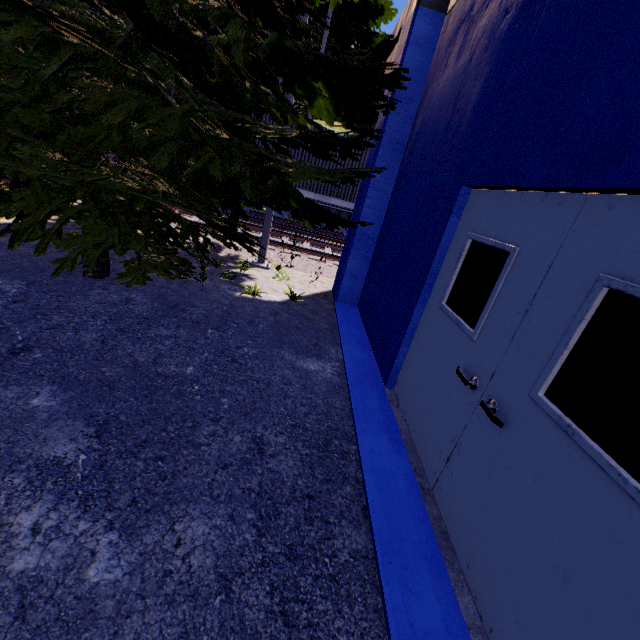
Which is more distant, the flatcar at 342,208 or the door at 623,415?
the flatcar at 342,208

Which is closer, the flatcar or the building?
the building

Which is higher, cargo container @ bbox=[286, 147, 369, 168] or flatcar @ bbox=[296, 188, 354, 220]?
cargo container @ bbox=[286, 147, 369, 168]

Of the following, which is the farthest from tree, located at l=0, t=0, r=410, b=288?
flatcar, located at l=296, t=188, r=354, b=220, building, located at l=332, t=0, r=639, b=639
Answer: flatcar, located at l=296, t=188, r=354, b=220

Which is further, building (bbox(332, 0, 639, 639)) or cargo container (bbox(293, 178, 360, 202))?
cargo container (bbox(293, 178, 360, 202))

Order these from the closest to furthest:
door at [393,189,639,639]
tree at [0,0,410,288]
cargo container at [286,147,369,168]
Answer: door at [393,189,639,639] → tree at [0,0,410,288] → cargo container at [286,147,369,168]

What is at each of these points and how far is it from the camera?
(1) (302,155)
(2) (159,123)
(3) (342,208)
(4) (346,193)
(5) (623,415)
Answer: (1) cargo container, 12.3 meters
(2) tree, 3.3 meters
(3) flatcar, 12.9 meters
(4) cargo container, 12.8 meters
(5) door, 1.5 meters

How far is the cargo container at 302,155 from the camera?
12.3 meters
